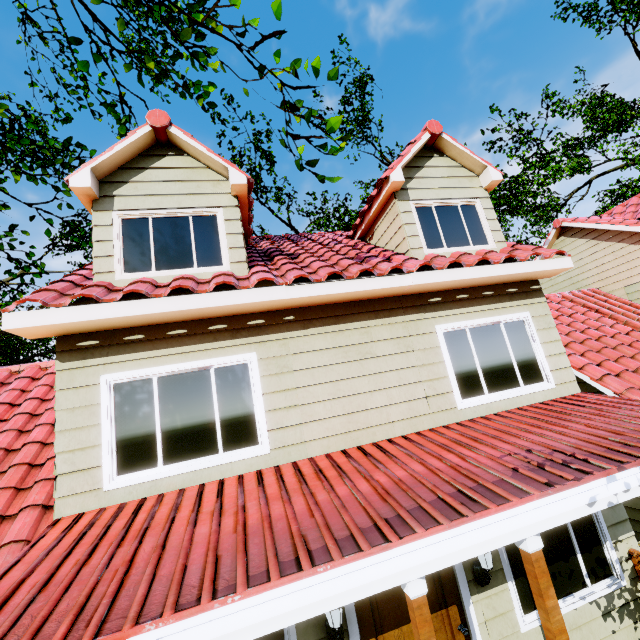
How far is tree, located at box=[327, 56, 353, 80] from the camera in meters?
3.9

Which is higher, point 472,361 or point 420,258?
point 420,258

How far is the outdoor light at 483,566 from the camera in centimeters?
426cm

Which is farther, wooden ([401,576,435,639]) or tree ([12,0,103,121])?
tree ([12,0,103,121])

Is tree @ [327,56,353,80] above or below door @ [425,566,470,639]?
above

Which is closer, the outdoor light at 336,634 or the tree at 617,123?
the outdoor light at 336,634

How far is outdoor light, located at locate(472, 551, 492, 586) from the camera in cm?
426
